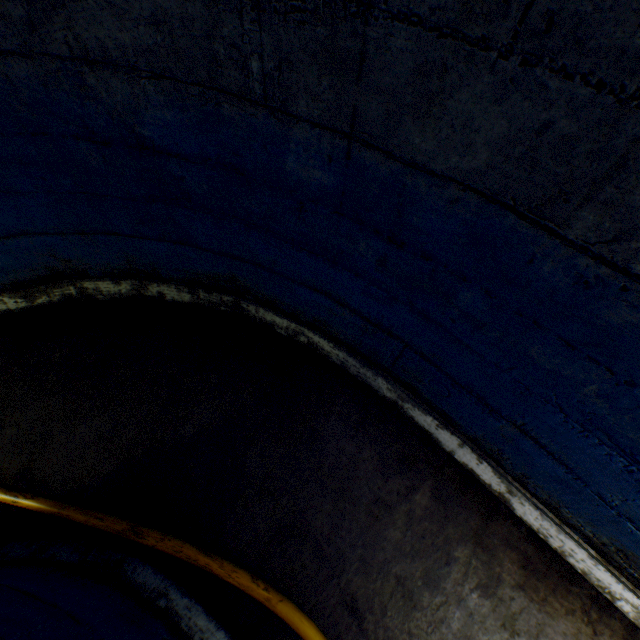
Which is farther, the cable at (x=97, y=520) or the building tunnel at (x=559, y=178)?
the cable at (x=97, y=520)

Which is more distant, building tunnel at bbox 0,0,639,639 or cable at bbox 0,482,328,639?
cable at bbox 0,482,328,639

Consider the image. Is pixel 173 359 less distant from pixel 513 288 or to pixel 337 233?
pixel 337 233
